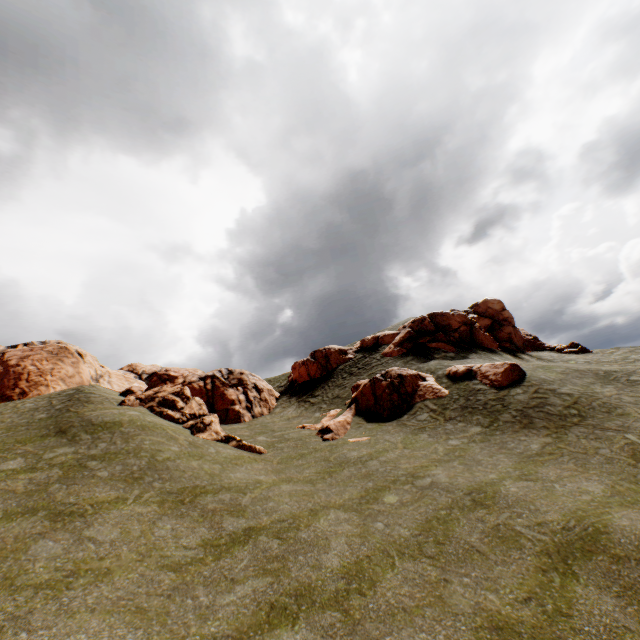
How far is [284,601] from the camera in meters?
7.7 m

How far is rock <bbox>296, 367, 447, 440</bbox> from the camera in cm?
2242

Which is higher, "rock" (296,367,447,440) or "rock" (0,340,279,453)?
"rock" (0,340,279,453)

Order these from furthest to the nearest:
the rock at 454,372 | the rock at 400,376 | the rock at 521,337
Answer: the rock at 521,337 < the rock at 400,376 < the rock at 454,372

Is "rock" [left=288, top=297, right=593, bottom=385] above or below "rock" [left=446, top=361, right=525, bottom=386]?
above

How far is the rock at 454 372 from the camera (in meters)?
21.33

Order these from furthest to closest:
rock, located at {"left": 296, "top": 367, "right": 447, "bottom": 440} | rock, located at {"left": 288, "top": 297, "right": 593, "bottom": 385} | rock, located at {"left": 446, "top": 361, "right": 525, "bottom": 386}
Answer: rock, located at {"left": 288, "top": 297, "right": 593, "bottom": 385}, rock, located at {"left": 296, "top": 367, "right": 447, "bottom": 440}, rock, located at {"left": 446, "top": 361, "right": 525, "bottom": 386}

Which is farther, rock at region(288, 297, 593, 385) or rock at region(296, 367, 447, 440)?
rock at region(288, 297, 593, 385)
